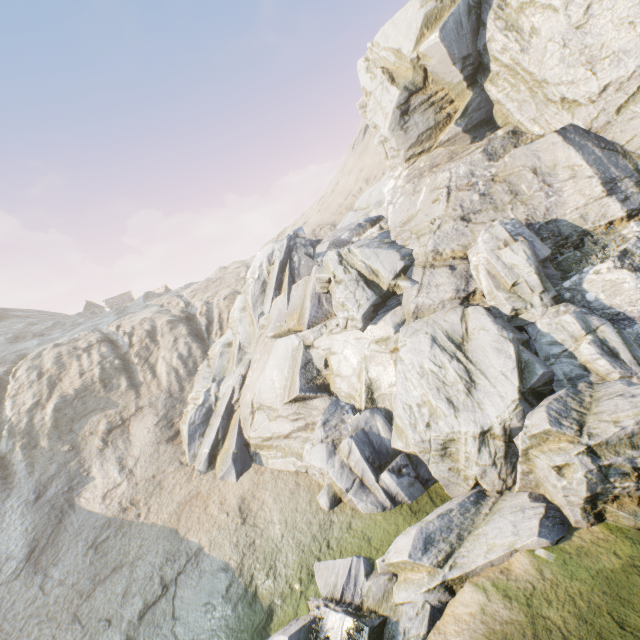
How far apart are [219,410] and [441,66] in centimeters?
2307cm
